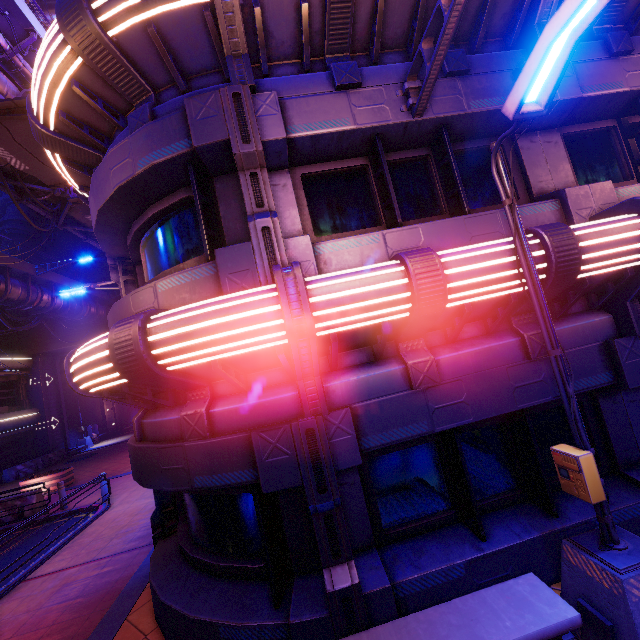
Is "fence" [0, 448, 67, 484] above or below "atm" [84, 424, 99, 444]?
below

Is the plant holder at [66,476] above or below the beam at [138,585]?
above

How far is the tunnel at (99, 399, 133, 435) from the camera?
35.6 meters

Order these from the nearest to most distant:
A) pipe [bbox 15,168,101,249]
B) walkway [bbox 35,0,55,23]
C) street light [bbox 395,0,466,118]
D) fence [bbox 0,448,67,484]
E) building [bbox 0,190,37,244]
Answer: street light [bbox 395,0,466,118]
pipe [bbox 15,168,101,249]
fence [bbox 0,448,67,484]
building [bbox 0,190,37,244]
walkway [bbox 35,0,55,23]

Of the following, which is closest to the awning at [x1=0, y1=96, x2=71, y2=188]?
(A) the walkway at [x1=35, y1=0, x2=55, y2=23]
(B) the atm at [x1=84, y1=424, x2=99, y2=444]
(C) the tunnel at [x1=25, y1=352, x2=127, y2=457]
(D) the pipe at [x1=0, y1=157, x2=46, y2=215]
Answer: (D) the pipe at [x1=0, y1=157, x2=46, y2=215]

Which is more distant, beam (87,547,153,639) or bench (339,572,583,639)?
beam (87,547,153,639)

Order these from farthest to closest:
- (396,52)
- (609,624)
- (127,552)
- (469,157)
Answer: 1. (127,552)
2. (469,157)
3. (396,52)
4. (609,624)

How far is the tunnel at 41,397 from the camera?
27.03m
